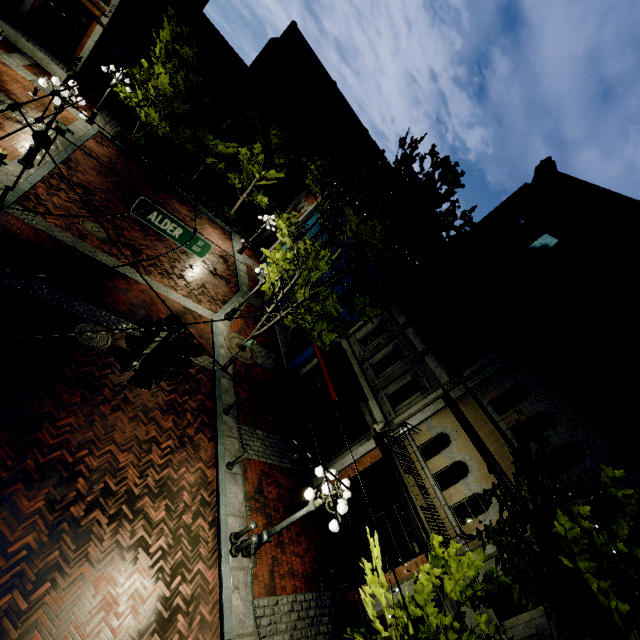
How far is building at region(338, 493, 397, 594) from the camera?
10.0m

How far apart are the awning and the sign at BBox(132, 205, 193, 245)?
6.86m

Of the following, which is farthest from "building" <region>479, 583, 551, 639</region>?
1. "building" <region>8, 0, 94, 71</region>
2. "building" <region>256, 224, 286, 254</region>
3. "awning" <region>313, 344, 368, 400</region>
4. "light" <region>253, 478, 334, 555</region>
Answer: "building" <region>8, 0, 94, 71</region>

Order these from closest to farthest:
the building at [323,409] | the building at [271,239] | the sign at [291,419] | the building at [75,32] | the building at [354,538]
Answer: the sign at [291,419] → the building at [354,538] → the building at [323,409] → the building at [75,32] → the building at [271,239]

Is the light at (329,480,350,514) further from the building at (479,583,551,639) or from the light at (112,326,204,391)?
the light at (112,326,204,391)

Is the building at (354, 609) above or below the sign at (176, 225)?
below

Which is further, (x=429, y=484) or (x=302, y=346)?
(x=302, y=346)

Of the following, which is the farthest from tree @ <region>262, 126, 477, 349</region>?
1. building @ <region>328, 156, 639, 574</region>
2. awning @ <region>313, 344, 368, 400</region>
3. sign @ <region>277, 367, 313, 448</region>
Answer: sign @ <region>277, 367, 313, 448</region>
